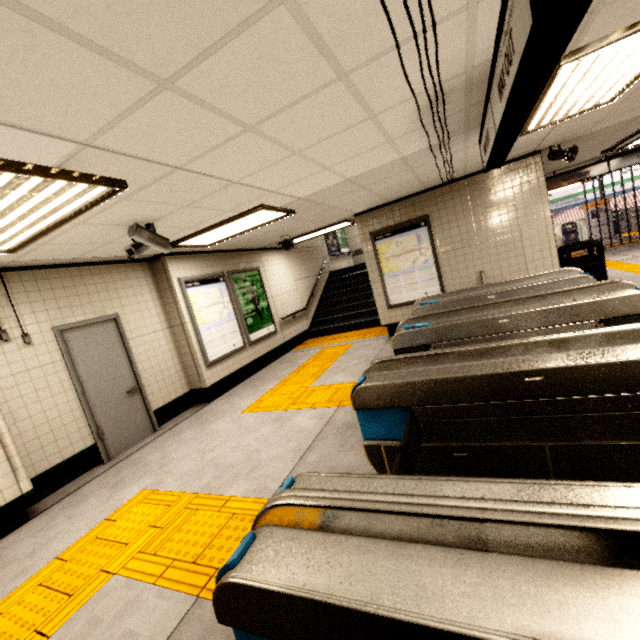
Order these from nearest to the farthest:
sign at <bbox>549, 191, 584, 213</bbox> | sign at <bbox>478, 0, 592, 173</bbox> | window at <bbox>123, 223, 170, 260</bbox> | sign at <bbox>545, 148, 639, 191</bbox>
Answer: sign at <bbox>478, 0, 592, 173</bbox>, window at <bbox>123, 223, 170, 260</bbox>, sign at <bbox>545, 148, 639, 191</bbox>, sign at <bbox>549, 191, 584, 213</bbox>

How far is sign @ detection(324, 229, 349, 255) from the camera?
13.1 meters

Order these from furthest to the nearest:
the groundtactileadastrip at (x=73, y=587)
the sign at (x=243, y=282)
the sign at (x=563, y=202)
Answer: the sign at (x=563, y=202) → the sign at (x=243, y=282) → the groundtactileadastrip at (x=73, y=587)

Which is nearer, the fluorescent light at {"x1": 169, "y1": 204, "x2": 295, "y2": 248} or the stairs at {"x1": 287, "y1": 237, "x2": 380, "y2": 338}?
the fluorescent light at {"x1": 169, "y1": 204, "x2": 295, "y2": 248}

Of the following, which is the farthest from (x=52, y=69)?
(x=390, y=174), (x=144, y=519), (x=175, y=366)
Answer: (x=175, y=366)

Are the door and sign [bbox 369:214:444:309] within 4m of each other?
no

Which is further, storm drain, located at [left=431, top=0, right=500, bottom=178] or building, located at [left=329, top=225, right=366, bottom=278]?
building, located at [left=329, top=225, right=366, bottom=278]

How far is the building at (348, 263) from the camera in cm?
1351
